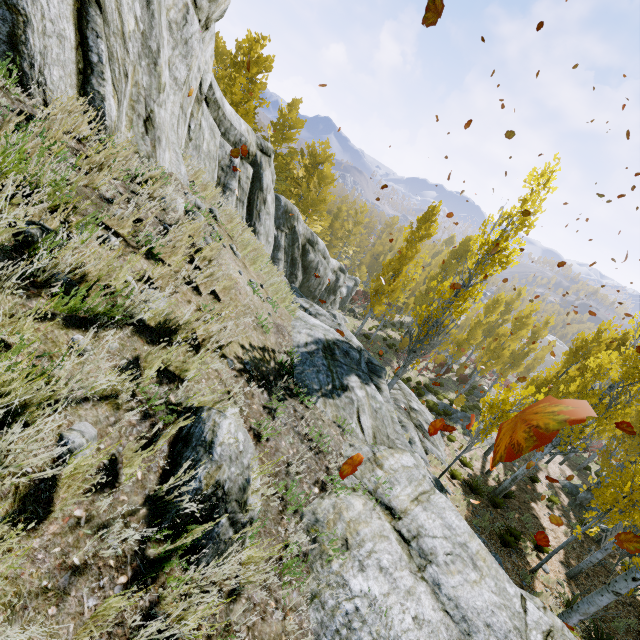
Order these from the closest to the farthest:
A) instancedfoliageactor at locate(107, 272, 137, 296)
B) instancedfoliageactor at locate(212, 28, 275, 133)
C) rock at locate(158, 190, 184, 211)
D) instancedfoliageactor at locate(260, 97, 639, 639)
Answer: instancedfoliageactor at locate(107, 272, 137, 296) → rock at locate(158, 190, 184, 211) → instancedfoliageactor at locate(260, 97, 639, 639) → instancedfoliageactor at locate(212, 28, 275, 133)

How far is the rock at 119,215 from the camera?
3.0m

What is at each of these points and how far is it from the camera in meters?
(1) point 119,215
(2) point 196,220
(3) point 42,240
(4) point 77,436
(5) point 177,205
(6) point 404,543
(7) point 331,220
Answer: (1) rock, 3.0 m
(2) rock, 4.2 m
(3) instancedfoliageactor, 2.1 m
(4) rock, 1.8 m
(5) rock, 4.5 m
(6) rock, 3.5 m
(7) instancedfoliageactor, 42.2 m

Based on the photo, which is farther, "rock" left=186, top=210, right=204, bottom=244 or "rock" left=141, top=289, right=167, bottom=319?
"rock" left=186, top=210, right=204, bottom=244

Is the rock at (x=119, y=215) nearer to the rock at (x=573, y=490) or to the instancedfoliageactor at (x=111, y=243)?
the instancedfoliageactor at (x=111, y=243)

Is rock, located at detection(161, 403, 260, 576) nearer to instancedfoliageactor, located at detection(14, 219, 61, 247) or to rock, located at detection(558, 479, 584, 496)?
instancedfoliageactor, located at detection(14, 219, 61, 247)

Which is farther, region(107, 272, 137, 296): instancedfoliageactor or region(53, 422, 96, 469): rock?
region(107, 272, 137, 296): instancedfoliageactor
